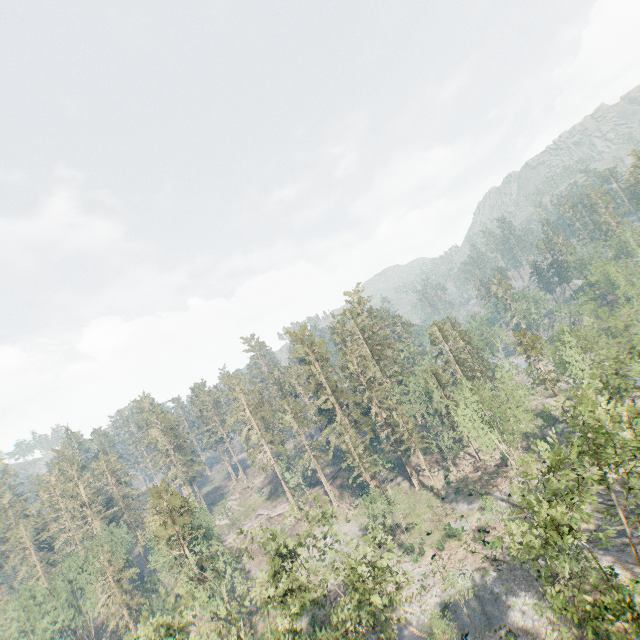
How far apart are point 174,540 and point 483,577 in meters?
45.5 m

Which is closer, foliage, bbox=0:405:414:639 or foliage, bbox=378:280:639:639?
foliage, bbox=378:280:639:639

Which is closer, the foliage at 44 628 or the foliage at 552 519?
the foliage at 552 519
